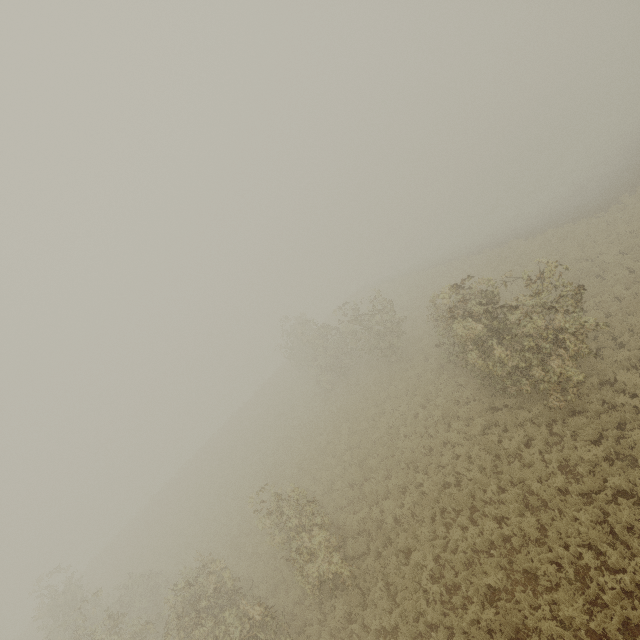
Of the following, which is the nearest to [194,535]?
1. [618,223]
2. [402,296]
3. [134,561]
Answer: [134,561]
